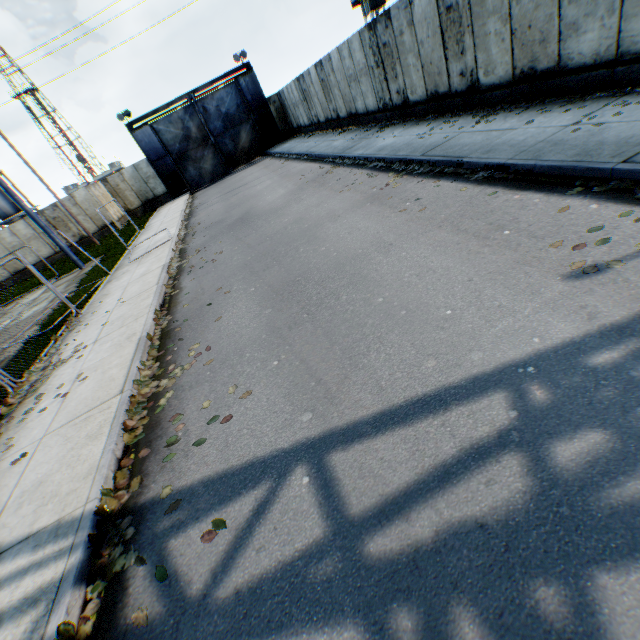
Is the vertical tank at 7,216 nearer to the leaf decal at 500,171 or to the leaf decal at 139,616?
the leaf decal at 139,616

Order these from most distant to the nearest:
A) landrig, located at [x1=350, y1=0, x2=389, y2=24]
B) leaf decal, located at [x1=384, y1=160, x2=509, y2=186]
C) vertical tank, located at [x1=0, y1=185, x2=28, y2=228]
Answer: → vertical tank, located at [x1=0, y1=185, x2=28, y2=228] < landrig, located at [x1=350, y1=0, x2=389, y2=24] < leaf decal, located at [x1=384, y1=160, x2=509, y2=186]

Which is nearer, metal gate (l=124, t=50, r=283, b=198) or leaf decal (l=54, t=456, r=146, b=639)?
leaf decal (l=54, t=456, r=146, b=639)

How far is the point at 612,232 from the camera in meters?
3.7

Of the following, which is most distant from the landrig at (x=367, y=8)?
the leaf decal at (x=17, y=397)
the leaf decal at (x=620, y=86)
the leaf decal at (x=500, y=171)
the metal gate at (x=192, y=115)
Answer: the leaf decal at (x=17, y=397)

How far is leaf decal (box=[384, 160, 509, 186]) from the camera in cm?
609

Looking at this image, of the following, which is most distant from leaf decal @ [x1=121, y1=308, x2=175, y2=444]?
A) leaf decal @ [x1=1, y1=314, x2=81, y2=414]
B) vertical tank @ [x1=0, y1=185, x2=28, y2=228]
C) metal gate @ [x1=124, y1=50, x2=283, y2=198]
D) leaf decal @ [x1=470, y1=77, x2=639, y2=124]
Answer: vertical tank @ [x1=0, y1=185, x2=28, y2=228]

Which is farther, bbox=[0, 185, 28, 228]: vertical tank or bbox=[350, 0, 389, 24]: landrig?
bbox=[0, 185, 28, 228]: vertical tank
